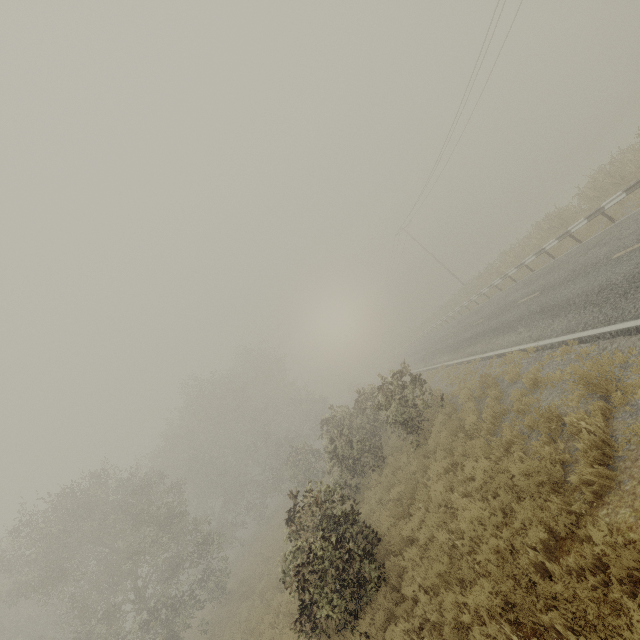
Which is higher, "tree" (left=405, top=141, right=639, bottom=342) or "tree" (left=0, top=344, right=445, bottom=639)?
"tree" (left=0, top=344, right=445, bottom=639)

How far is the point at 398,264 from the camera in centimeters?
5309cm

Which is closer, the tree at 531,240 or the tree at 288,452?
the tree at 288,452

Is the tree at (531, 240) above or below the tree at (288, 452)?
below

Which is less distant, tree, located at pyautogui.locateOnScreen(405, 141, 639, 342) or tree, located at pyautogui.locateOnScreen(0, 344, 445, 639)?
tree, located at pyautogui.locateOnScreen(0, 344, 445, 639)
